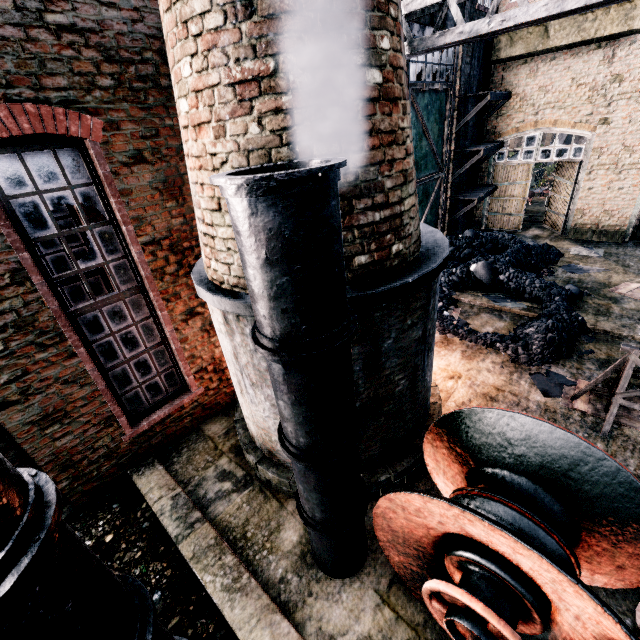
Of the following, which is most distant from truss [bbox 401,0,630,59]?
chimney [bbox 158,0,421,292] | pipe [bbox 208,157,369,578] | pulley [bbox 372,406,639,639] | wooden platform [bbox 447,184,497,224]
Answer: wooden platform [bbox 447,184,497,224]

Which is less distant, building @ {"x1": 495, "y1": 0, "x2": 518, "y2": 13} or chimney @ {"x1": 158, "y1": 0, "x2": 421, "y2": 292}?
chimney @ {"x1": 158, "y1": 0, "x2": 421, "y2": 292}

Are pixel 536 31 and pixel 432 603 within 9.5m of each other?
no

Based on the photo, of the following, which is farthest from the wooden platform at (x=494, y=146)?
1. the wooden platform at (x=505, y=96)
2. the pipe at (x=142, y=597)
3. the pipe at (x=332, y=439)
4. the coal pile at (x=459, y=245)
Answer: the pipe at (x=142, y=597)

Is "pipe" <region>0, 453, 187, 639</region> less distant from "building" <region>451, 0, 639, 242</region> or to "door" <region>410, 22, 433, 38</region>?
"building" <region>451, 0, 639, 242</region>

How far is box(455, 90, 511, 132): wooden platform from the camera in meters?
13.6 m

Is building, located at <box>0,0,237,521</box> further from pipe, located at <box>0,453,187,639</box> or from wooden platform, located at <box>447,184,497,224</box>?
pipe, located at <box>0,453,187,639</box>

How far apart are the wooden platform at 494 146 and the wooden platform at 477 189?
0.6m
